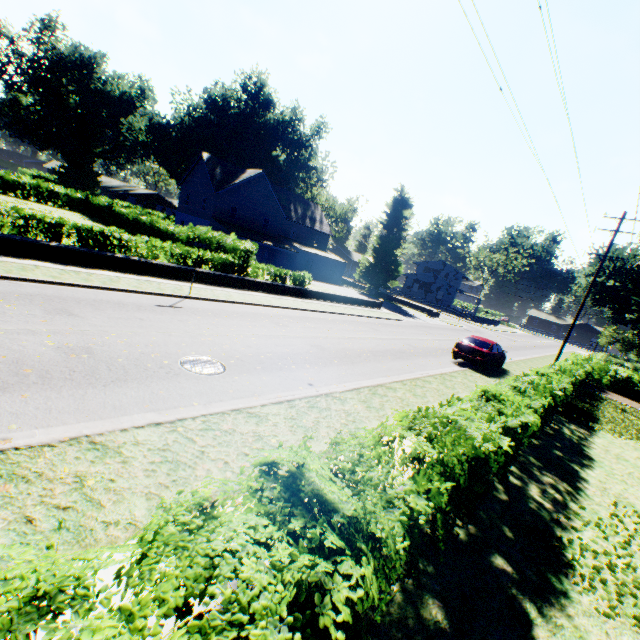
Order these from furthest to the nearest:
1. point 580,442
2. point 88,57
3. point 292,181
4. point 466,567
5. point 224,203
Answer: point 292,181, point 88,57, point 224,203, point 580,442, point 466,567

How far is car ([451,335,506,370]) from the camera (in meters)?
17.14

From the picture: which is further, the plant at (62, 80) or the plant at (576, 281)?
the plant at (62, 80)

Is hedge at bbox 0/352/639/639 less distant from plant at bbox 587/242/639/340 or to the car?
plant at bbox 587/242/639/340

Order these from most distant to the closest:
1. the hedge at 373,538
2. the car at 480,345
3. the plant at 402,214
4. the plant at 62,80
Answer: the plant at 62,80, the plant at 402,214, the car at 480,345, the hedge at 373,538

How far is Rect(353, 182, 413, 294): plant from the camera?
45.19m
